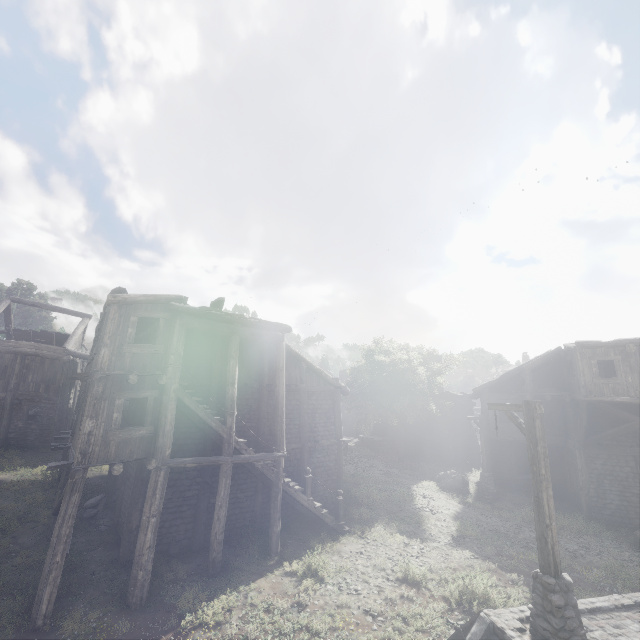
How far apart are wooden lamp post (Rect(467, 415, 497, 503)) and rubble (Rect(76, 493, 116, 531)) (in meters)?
19.36

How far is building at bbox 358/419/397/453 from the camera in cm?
3361

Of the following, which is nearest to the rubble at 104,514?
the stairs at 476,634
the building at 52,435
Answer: the building at 52,435

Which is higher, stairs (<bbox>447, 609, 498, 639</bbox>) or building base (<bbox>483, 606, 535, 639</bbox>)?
building base (<bbox>483, 606, 535, 639</bbox>)

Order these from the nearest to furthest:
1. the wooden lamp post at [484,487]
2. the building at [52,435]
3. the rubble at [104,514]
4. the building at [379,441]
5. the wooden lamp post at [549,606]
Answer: the wooden lamp post at [549,606], the building at [52,435], the rubble at [104,514], the wooden lamp post at [484,487], the building at [379,441]

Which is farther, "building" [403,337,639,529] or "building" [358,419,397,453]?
"building" [358,419,397,453]

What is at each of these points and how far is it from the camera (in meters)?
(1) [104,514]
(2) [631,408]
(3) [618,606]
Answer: (1) rubble, 14.02
(2) building, 17.70
(3) building base, 7.70

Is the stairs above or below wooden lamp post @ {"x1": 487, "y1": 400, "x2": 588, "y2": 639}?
below
